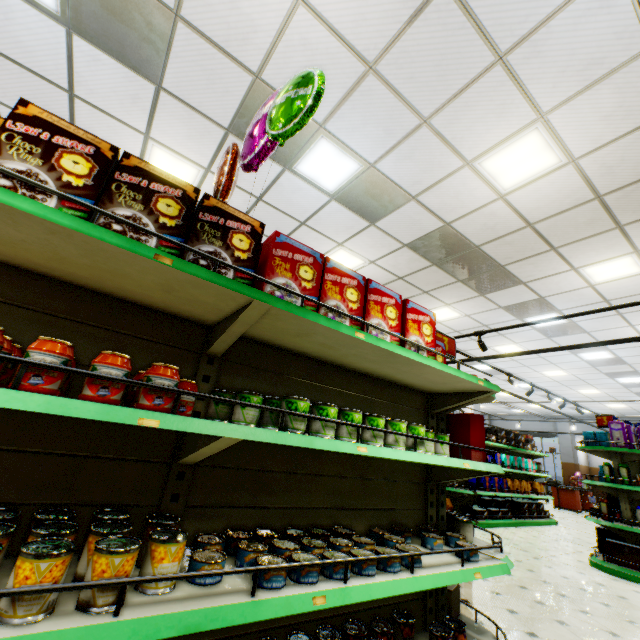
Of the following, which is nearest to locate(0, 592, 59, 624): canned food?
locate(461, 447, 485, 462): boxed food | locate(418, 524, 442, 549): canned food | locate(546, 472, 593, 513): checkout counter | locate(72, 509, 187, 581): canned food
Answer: locate(72, 509, 187, 581): canned food

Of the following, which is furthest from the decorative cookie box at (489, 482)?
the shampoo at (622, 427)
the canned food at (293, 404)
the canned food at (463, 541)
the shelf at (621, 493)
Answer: the canned food at (293, 404)

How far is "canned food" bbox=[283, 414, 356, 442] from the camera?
1.5 meters

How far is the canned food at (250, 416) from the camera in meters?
1.6

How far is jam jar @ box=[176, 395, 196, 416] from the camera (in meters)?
1.56

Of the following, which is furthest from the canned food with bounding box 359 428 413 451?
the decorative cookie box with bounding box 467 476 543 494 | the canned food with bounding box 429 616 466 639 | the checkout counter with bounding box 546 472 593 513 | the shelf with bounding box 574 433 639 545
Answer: the checkout counter with bounding box 546 472 593 513

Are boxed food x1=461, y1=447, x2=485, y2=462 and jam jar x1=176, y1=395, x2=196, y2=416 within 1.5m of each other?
no

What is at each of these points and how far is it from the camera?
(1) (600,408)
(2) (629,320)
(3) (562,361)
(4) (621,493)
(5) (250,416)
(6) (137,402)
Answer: (1) building, 17.08m
(2) building, 7.64m
(3) building, 10.97m
(4) shelf, 5.48m
(5) canned food, 1.60m
(6) jam jar, 1.20m
